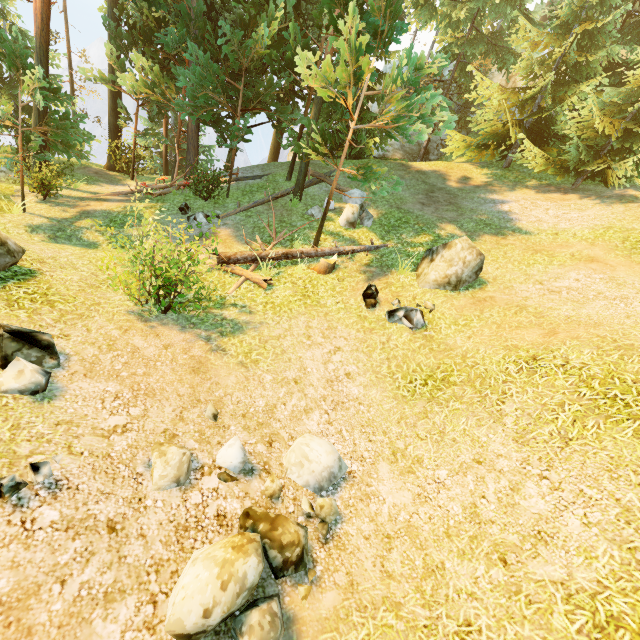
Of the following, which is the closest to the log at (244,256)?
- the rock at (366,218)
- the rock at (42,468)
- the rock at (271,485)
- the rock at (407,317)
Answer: the rock at (366,218)

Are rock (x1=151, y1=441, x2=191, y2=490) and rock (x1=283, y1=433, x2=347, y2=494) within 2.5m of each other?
yes

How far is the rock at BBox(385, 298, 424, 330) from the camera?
8.3m

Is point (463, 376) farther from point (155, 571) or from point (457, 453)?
point (155, 571)

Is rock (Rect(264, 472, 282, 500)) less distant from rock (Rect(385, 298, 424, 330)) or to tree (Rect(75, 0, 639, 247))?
rock (Rect(385, 298, 424, 330))

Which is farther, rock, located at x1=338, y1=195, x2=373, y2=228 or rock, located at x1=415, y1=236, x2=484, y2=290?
rock, located at x1=338, y1=195, x2=373, y2=228

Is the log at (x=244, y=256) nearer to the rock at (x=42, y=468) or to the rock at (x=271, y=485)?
the rock at (x=271, y=485)

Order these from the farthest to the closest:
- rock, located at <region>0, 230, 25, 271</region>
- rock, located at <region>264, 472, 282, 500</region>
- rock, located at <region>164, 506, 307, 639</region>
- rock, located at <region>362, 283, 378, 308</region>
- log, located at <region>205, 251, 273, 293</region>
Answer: log, located at <region>205, 251, 273, 293</region> < rock, located at <region>362, 283, 378, 308</region> < rock, located at <region>0, 230, 25, 271</region> < rock, located at <region>264, 472, 282, 500</region> < rock, located at <region>164, 506, 307, 639</region>
